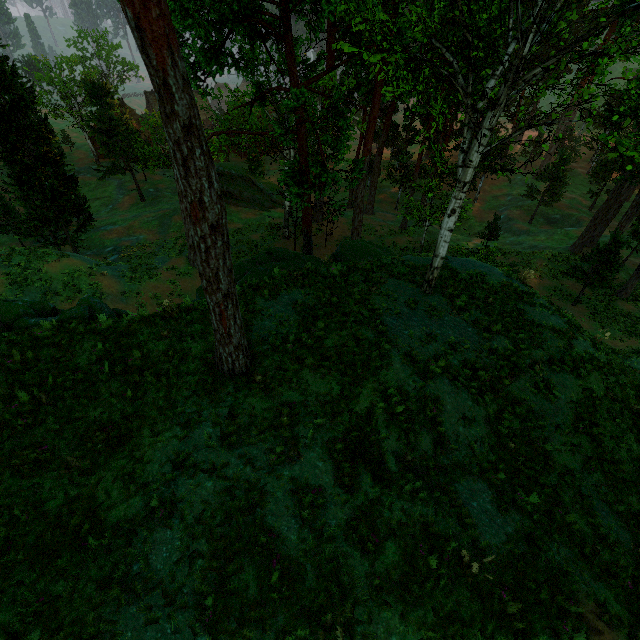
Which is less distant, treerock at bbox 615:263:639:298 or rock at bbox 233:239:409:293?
rock at bbox 233:239:409:293

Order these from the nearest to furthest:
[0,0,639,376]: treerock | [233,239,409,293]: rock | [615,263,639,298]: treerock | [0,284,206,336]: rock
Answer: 1. [0,0,639,376]: treerock
2. [0,284,206,336]: rock
3. [233,239,409,293]: rock
4. [615,263,639,298]: treerock

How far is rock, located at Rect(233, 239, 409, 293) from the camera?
13.6m

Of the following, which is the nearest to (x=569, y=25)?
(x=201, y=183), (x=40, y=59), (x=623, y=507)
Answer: (x=623, y=507)

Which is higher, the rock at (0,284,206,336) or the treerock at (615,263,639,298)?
the rock at (0,284,206,336)

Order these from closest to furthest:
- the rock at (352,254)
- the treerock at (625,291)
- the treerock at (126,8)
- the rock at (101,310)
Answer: the treerock at (126,8), the rock at (101,310), the rock at (352,254), the treerock at (625,291)

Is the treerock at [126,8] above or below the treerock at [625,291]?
above

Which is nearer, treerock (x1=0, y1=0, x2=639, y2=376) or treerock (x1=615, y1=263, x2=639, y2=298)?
treerock (x1=0, y1=0, x2=639, y2=376)
